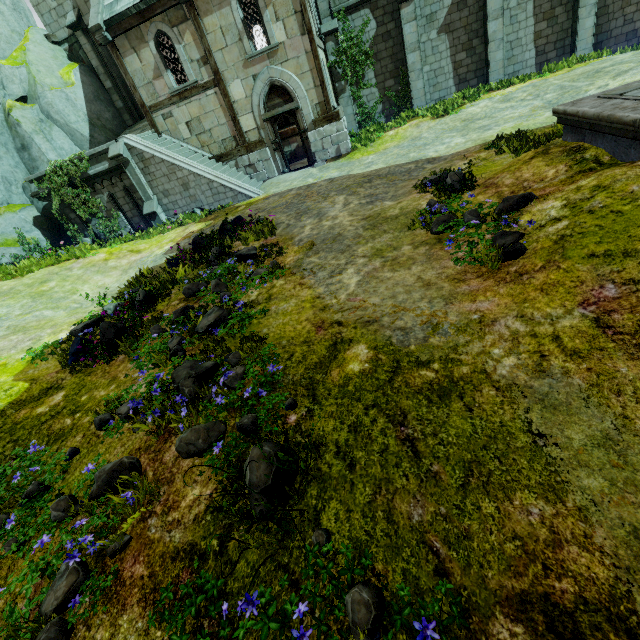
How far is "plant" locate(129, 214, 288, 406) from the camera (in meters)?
4.75

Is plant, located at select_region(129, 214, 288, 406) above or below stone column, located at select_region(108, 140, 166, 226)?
below

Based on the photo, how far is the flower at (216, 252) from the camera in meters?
8.0

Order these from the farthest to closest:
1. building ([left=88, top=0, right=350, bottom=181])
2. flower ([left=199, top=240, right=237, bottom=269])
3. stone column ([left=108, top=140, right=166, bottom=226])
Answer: stone column ([left=108, top=140, right=166, bottom=226]) < building ([left=88, top=0, right=350, bottom=181]) < flower ([left=199, top=240, right=237, bottom=269])

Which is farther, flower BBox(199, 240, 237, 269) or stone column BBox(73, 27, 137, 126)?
stone column BBox(73, 27, 137, 126)

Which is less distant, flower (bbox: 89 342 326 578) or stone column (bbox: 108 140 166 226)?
flower (bbox: 89 342 326 578)

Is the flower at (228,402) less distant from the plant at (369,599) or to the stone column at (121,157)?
the plant at (369,599)

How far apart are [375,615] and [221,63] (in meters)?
17.90
